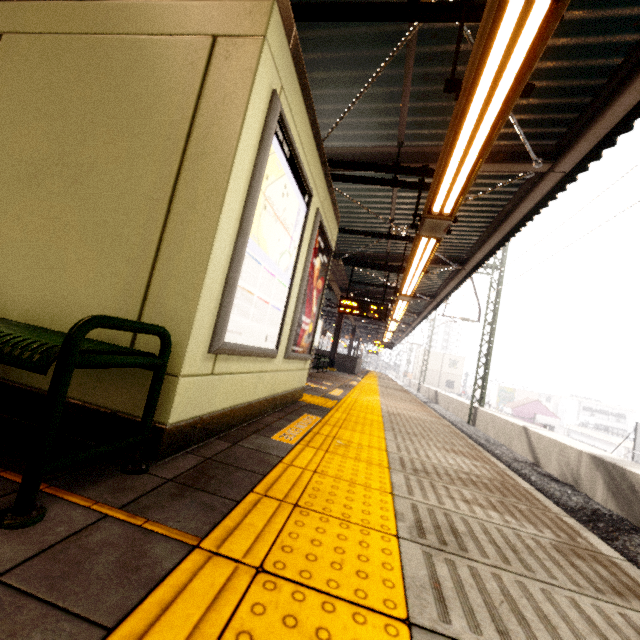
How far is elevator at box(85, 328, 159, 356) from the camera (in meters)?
1.78

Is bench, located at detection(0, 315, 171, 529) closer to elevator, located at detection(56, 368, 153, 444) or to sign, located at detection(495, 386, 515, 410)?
elevator, located at detection(56, 368, 153, 444)

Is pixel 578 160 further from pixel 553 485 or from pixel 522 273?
pixel 553 485

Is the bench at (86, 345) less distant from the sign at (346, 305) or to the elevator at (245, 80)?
the elevator at (245, 80)

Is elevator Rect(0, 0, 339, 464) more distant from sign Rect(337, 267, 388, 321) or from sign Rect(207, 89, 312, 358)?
sign Rect(337, 267, 388, 321)

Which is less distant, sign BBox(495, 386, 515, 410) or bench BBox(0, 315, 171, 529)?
bench BBox(0, 315, 171, 529)

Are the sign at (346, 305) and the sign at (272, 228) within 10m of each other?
yes

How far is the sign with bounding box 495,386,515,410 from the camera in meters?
50.9 m
